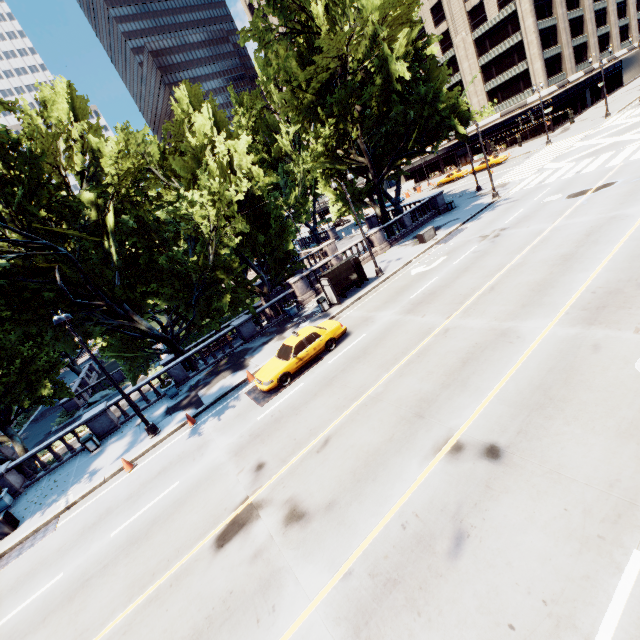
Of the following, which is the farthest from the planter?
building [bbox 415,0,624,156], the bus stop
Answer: building [bbox 415,0,624,156]

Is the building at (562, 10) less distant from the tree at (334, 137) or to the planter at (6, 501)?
the tree at (334, 137)

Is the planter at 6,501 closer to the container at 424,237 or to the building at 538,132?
the container at 424,237

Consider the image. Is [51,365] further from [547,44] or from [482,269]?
[547,44]

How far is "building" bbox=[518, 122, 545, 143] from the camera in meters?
50.6 m

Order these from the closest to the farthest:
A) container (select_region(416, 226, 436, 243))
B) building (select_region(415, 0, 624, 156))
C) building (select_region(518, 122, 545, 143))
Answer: container (select_region(416, 226, 436, 243)) → building (select_region(415, 0, 624, 156)) → building (select_region(518, 122, 545, 143))

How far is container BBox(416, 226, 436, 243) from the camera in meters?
25.8

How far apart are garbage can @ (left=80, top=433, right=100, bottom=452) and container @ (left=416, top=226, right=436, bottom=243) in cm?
2609
